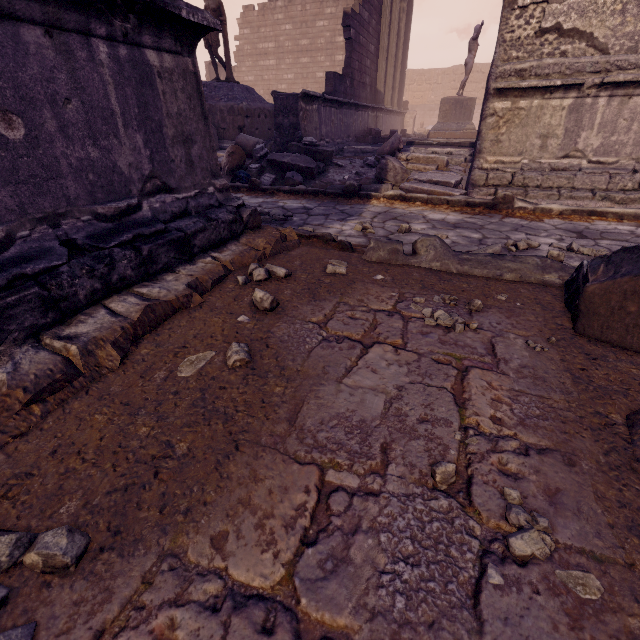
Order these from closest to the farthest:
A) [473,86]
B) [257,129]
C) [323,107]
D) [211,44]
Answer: [323,107] → [211,44] → [257,129] → [473,86]

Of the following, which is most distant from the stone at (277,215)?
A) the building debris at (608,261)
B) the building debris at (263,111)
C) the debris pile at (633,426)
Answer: the debris pile at (633,426)

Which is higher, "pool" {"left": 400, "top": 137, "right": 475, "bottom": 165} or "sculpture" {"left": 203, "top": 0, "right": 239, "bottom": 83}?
"sculpture" {"left": 203, "top": 0, "right": 239, "bottom": 83}

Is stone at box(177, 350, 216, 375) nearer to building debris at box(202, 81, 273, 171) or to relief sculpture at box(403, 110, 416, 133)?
building debris at box(202, 81, 273, 171)

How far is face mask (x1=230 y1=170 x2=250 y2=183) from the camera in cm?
614

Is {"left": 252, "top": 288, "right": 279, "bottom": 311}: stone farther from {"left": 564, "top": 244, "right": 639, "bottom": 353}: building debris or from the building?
{"left": 564, "top": 244, "right": 639, "bottom": 353}: building debris

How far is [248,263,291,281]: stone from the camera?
2.3 meters

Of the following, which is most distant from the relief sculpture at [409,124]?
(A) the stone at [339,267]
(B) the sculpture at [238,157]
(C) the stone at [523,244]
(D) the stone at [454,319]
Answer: (D) the stone at [454,319]
